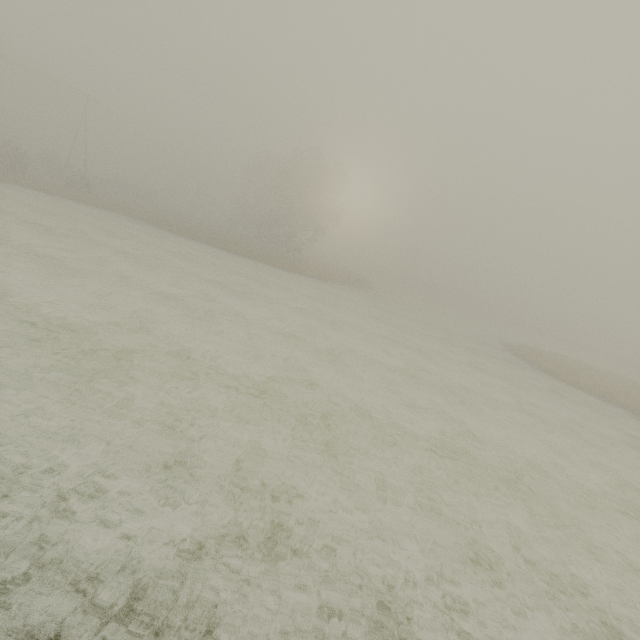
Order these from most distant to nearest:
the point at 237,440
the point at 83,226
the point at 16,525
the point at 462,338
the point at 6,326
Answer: the point at 462,338, the point at 83,226, the point at 6,326, the point at 237,440, the point at 16,525
